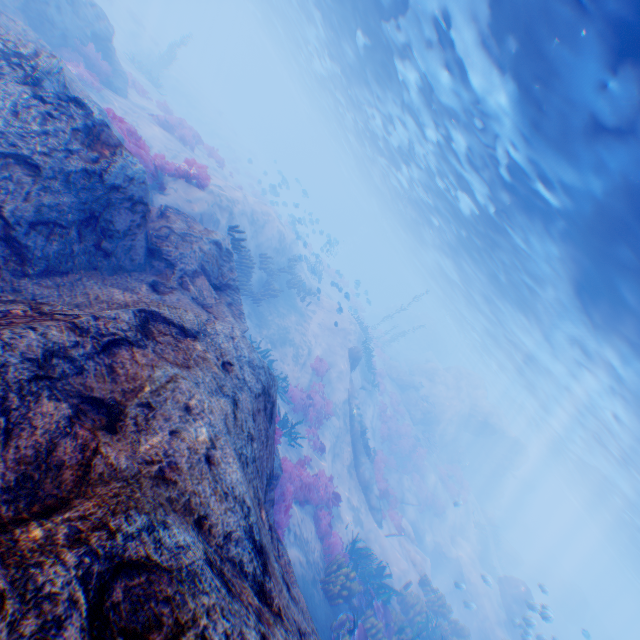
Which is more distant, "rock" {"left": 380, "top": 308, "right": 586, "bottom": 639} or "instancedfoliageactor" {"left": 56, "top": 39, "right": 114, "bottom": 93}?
"rock" {"left": 380, "top": 308, "right": 586, "bottom": 639}

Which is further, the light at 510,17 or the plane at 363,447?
the plane at 363,447

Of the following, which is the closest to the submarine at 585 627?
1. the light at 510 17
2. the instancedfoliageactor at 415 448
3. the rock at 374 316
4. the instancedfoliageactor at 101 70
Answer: the light at 510 17

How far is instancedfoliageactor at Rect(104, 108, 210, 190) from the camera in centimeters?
897cm

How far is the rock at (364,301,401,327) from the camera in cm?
5528

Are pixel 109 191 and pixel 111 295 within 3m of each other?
yes

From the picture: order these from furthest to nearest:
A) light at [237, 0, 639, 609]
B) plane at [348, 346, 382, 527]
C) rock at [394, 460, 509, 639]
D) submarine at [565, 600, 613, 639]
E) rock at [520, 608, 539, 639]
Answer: submarine at [565, 600, 613, 639] < rock at [394, 460, 509, 639] < plane at [348, 346, 382, 527] < rock at [520, 608, 539, 639] < light at [237, 0, 639, 609]

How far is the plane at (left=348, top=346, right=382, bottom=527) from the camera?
16.0 meters
